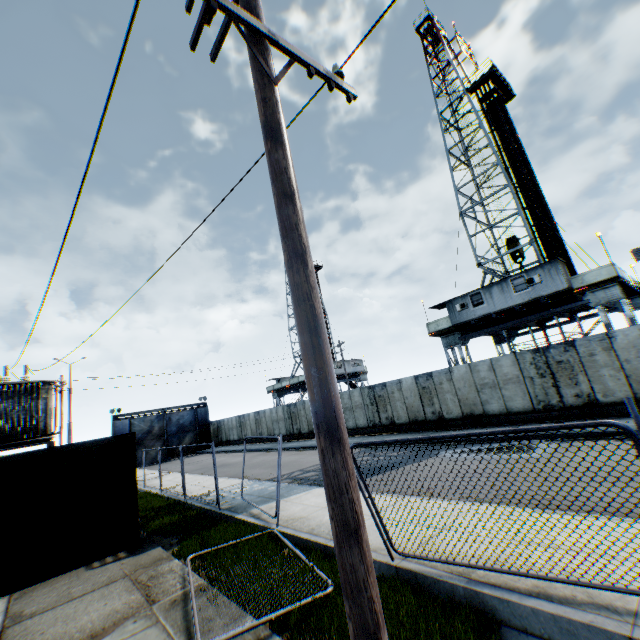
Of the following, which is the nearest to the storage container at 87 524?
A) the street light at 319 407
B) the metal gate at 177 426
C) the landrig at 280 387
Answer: the street light at 319 407

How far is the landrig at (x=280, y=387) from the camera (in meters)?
45.28

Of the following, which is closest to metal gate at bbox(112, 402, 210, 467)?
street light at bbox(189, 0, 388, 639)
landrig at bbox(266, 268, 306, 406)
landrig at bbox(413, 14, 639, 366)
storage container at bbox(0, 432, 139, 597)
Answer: landrig at bbox(266, 268, 306, 406)

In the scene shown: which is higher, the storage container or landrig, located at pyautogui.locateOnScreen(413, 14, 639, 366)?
landrig, located at pyautogui.locateOnScreen(413, 14, 639, 366)

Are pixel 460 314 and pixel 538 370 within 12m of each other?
yes

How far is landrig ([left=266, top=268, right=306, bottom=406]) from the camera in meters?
45.3

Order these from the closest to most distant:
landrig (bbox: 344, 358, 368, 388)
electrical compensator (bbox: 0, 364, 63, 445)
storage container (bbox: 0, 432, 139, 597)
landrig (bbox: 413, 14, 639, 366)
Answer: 1. storage container (bbox: 0, 432, 139, 597)
2. electrical compensator (bbox: 0, 364, 63, 445)
3. landrig (bbox: 413, 14, 639, 366)
4. landrig (bbox: 344, 358, 368, 388)
